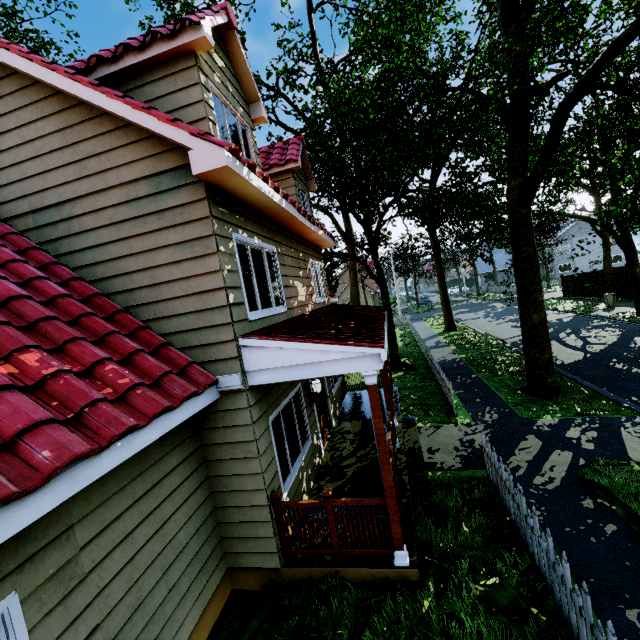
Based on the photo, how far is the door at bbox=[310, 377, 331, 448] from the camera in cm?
836

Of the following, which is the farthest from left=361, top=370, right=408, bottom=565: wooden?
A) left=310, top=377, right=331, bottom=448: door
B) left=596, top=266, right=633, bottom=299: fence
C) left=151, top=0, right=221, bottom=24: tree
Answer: left=151, top=0, right=221, bottom=24: tree

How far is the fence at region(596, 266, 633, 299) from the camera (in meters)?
24.19

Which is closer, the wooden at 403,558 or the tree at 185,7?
the wooden at 403,558

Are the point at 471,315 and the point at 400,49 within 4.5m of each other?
no

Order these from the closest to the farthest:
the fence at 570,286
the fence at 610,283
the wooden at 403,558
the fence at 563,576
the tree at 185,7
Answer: the fence at 563,576 → the wooden at 403,558 → the tree at 185,7 → the fence at 610,283 → the fence at 570,286

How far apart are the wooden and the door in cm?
350

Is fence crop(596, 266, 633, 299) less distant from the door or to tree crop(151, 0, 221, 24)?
tree crop(151, 0, 221, 24)
